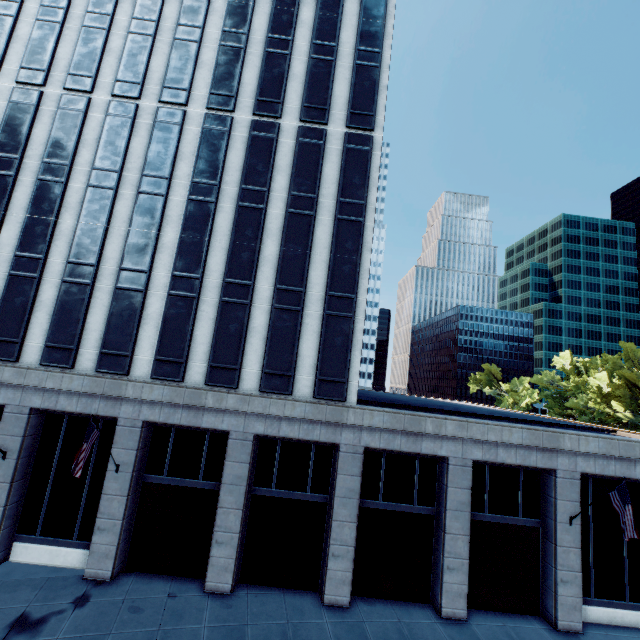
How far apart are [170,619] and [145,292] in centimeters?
1570cm

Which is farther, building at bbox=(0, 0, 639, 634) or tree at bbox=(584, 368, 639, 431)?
tree at bbox=(584, 368, 639, 431)

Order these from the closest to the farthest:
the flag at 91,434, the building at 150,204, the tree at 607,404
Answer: the flag at 91,434
the building at 150,204
the tree at 607,404

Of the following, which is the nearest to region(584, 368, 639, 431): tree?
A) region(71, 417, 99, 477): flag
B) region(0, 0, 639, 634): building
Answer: region(0, 0, 639, 634): building

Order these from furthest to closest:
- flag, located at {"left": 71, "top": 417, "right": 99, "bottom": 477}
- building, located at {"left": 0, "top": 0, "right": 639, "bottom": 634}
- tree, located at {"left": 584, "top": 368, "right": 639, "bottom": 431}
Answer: tree, located at {"left": 584, "top": 368, "right": 639, "bottom": 431}, building, located at {"left": 0, "top": 0, "right": 639, "bottom": 634}, flag, located at {"left": 71, "top": 417, "right": 99, "bottom": 477}

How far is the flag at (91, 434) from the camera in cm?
1365

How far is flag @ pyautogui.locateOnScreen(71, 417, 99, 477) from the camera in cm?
1365

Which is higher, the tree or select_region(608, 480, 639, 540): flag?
the tree
